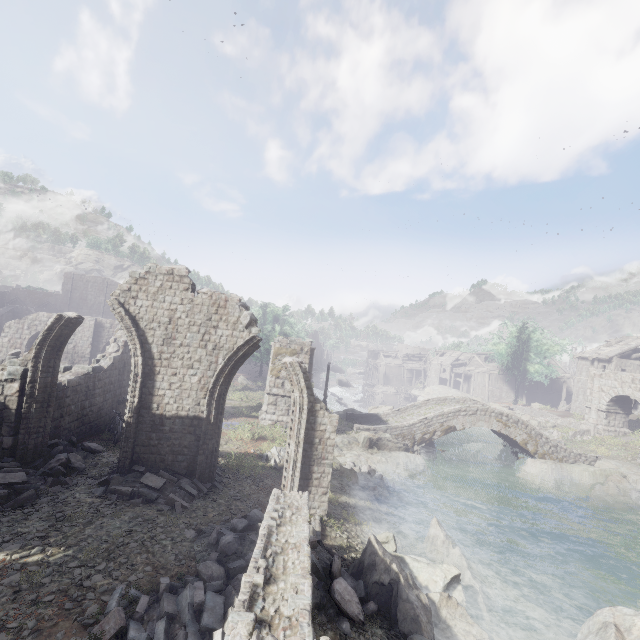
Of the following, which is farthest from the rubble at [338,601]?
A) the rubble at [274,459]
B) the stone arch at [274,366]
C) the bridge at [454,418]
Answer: the bridge at [454,418]

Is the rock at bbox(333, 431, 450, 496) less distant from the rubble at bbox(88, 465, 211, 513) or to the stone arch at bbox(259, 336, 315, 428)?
the stone arch at bbox(259, 336, 315, 428)

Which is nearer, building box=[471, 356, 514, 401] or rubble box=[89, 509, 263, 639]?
rubble box=[89, 509, 263, 639]

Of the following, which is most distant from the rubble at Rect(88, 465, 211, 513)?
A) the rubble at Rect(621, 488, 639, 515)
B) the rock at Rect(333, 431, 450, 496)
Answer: the rubble at Rect(621, 488, 639, 515)

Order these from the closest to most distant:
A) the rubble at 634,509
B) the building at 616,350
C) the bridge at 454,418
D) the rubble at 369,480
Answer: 1. the rubble at 369,480
2. the rubble at 634,509
3. the bridge at 454,418
4. the building at 616,350

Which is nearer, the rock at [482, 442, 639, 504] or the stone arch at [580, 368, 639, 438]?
the rock at [482, 442, 639, 504]

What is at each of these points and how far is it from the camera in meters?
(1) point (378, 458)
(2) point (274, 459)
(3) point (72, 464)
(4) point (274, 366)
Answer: (1) rock, 20.7 m
(2) rubble, 15.6 m
(3) rubble, 11.6 m
(4) stone arch, 22.2 m

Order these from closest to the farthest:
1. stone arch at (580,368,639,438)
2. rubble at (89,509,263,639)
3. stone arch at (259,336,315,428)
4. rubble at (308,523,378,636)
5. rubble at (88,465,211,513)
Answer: rubble at (89,509,263,639) → rubble at (308,523,378,636) → rubble at (88,465,211,513) → stone arch at (259,336,315,428) → stone arch at (580,368,639,438)
